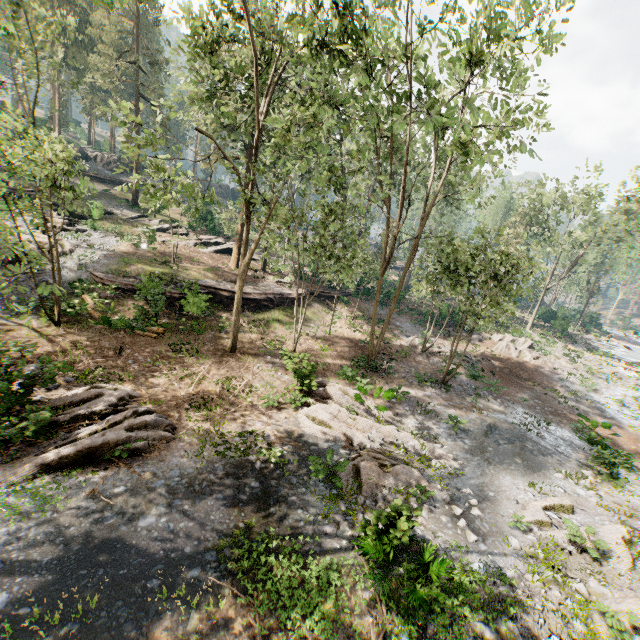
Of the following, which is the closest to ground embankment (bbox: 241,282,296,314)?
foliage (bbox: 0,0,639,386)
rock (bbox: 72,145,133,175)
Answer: foliage (bbox: 0,0,639,386)

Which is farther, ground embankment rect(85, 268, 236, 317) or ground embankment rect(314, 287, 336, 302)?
ground embankment rect(314, 287, 336, 302)

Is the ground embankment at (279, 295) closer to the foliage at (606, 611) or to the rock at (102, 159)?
the foliage at (606, 611)

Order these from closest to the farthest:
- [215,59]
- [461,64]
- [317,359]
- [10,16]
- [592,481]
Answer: [461,64] < [592,481] < [215,59] < [317,359] < [10,16]

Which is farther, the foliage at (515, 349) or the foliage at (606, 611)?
the foliage at (515, 349)

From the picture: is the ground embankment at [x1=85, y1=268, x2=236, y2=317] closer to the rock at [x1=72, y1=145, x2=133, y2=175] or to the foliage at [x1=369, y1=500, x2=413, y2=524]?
the foliage at [x1=369, y1=500, x2=413, y2=524]

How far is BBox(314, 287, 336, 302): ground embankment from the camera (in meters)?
31.39

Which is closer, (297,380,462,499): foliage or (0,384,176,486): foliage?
(0,384,176,486): foliage
